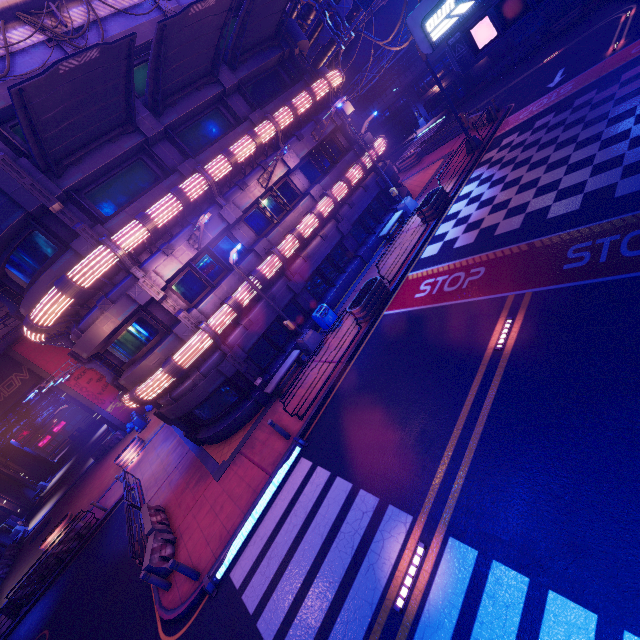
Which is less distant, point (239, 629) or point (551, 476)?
point (551, 476)

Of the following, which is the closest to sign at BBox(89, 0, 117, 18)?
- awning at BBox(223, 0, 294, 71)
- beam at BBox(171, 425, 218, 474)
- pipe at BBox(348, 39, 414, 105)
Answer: awning at BBox(223, 0, 294, 71)

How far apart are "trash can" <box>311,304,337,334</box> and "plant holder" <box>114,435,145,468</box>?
18.0 meters

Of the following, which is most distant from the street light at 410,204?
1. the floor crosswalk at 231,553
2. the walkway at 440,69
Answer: the walkway at 440,69

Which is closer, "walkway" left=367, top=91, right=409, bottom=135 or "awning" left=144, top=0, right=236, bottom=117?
"awning" left=144, top=0, right=236, bottom=117

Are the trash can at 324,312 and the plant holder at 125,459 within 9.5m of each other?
no

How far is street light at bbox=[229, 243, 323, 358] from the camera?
13.4 meters

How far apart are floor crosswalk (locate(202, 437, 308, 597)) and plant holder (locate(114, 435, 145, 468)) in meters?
18.1
